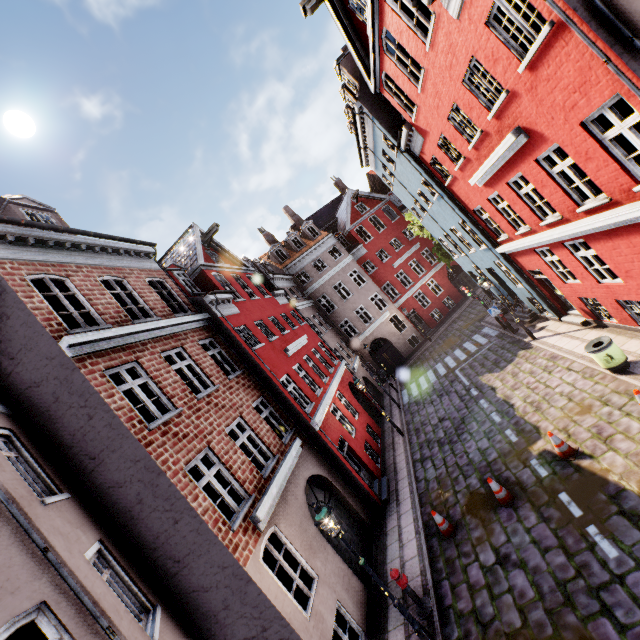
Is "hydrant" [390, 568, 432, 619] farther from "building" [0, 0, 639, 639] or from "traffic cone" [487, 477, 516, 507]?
"traffic cone" [487, 477, 516, 507]

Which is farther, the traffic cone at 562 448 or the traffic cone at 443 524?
the traffic cone at 443 524

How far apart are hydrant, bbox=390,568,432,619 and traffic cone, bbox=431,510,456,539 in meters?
1.7

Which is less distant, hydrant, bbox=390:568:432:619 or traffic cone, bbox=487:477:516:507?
hydrant, bbox=390:568:432:619

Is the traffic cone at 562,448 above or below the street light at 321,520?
below

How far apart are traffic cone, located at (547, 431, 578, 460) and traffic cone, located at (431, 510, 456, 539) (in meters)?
3.35

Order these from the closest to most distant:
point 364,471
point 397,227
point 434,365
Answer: point 364,471 < point 434,365 < point 397,227

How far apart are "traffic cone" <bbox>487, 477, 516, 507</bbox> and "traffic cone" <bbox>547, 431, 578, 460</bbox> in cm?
144
